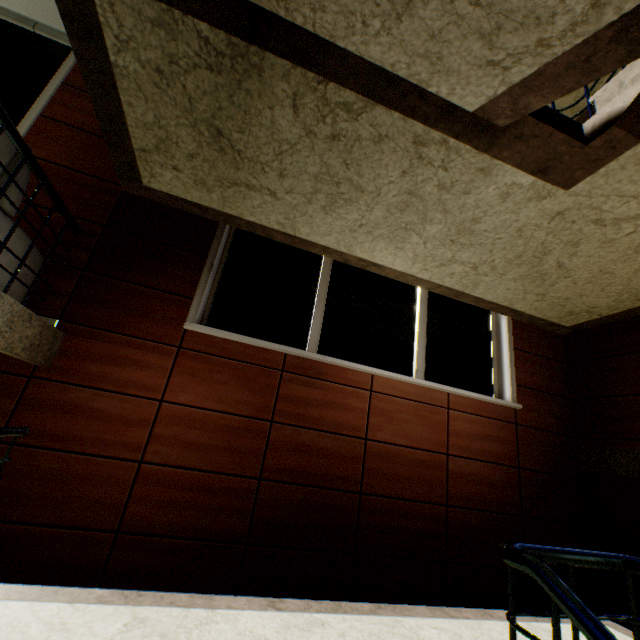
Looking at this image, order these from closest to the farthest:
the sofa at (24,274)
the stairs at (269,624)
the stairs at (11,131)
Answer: the stairs at (269,624) < the stairs at (11,131) < the sofa at (24,274)

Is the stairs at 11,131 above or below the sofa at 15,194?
above

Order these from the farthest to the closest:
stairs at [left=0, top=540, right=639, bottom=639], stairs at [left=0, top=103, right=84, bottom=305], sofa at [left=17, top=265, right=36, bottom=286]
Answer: sofa at [left=17, top=265, right=36, bottom=286]
stairs at [left=0, top=103, right=84, bottom=305]
stairs at [left=0, top=540, right=639, bottom=639]

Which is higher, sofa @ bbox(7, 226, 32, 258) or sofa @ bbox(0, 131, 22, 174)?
sofa @ bbox(0, 131, 22, 174)

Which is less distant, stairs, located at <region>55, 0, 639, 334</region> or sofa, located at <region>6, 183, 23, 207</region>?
stairs, located at <region>55, 0, 639, 334</region>

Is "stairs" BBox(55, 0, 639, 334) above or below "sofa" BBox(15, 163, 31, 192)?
above

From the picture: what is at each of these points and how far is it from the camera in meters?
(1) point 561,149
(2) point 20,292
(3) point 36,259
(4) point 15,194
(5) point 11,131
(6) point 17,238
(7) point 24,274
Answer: (1) stairs, 2.2 m
(2) sofa, 2.6 m
(3) sofa, 2.7 m
(4) sofa, 2.2 m
(5) stairs, 2.0 m
(6) sofa, 2.4 m
(7) sofa, 2.6 m

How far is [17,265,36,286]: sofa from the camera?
2.5m
